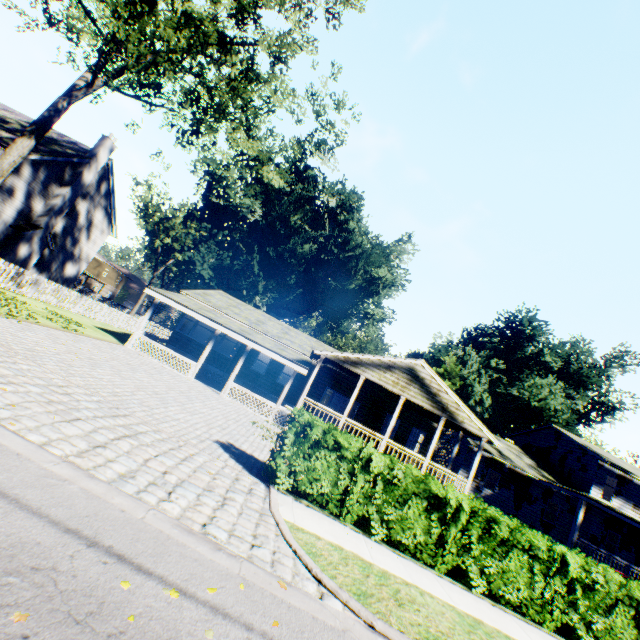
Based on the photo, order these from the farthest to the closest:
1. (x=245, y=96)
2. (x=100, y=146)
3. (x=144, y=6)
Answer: (x=100, y=146)
(x=144, y=6)
(x=245, y=96)

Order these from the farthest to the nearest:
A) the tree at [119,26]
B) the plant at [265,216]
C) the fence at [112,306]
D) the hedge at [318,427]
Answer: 1. the plant at [265,216]
2. the fence at [112,306]
3. the tree at [119,26]
4. the hedge at [318,427]

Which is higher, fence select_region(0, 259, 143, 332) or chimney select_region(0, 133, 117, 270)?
chimney select_region(0, 133, 117, 270)

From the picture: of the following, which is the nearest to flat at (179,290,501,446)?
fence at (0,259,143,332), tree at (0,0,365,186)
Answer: fence at (0,259,143,332)

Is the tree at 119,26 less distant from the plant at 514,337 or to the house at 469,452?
the plant at 514,337

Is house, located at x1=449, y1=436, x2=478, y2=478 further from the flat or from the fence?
the flat

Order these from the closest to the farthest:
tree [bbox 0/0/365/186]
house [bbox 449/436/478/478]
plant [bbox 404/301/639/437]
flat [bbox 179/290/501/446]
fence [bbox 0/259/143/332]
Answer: tree [bbox 0/0/365/186]
fence [bbox 0/259/143/332]
flat [bbox 179/290/501/446]
house [bbox 449/436/478/478]
plant [bbox 404/301/639/437]

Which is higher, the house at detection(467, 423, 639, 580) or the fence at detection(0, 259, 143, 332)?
the house at detection(467, 423, 639, 580)
